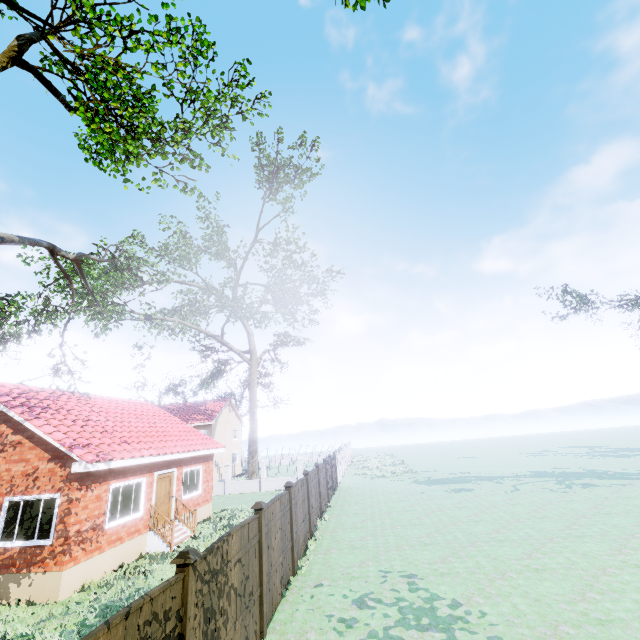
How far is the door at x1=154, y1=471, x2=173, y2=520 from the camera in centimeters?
1430cm

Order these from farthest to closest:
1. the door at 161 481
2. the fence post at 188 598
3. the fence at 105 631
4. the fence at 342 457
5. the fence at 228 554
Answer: the fence at 342 457
the door at 161 481
the fence at 228 554
the fence post at 188 598
the fence at 105 631

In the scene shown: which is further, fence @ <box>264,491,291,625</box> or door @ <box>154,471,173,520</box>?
door @ <box>154,471,173,520</box>

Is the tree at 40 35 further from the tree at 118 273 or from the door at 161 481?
the door at 161 481

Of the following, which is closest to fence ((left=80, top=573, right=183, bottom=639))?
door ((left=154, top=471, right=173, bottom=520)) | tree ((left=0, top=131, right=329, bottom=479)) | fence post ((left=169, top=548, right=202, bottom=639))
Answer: fence post ((left=169, top=548, right=202, bottom=639))

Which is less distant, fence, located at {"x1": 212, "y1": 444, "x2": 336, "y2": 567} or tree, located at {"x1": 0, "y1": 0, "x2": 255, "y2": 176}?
tree, located at {"x1": 0, "y1": 0, "x2": 255, "y2": 176}

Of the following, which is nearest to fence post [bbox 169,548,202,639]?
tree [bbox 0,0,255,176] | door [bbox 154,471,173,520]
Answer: door [bbox 154,471,173,520]

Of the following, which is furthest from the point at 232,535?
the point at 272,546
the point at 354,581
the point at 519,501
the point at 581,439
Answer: the point at 581,439
